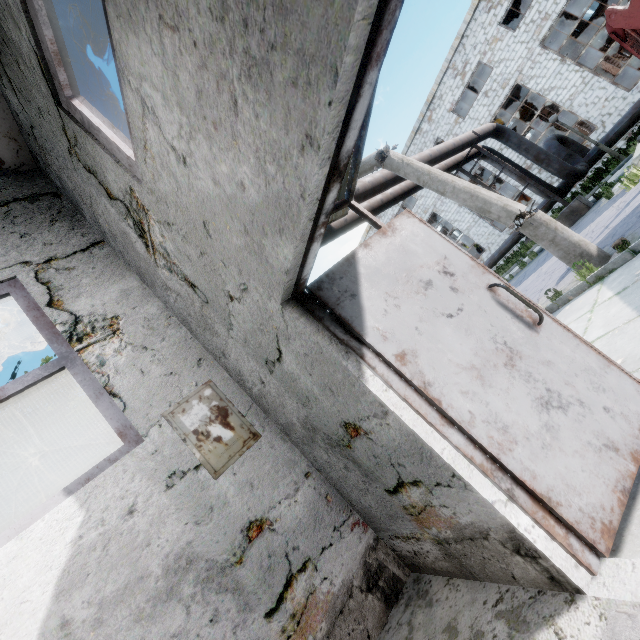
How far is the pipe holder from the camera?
11.4 meters

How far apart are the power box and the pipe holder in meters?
13.6

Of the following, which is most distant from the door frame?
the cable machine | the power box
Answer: the cable machine

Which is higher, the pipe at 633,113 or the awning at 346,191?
the awning at 346,191

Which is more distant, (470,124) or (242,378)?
(470,124)

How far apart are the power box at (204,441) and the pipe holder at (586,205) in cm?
1363

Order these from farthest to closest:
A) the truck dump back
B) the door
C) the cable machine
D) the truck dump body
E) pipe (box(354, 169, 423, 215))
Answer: the cable machine → pipe (box(354, 169, 423, 215)) → the truck dump back → the truck dump body → the door

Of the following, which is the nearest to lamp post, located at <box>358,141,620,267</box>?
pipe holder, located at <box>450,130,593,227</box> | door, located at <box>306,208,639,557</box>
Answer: door, located at <box>306,208,639,557</box>
